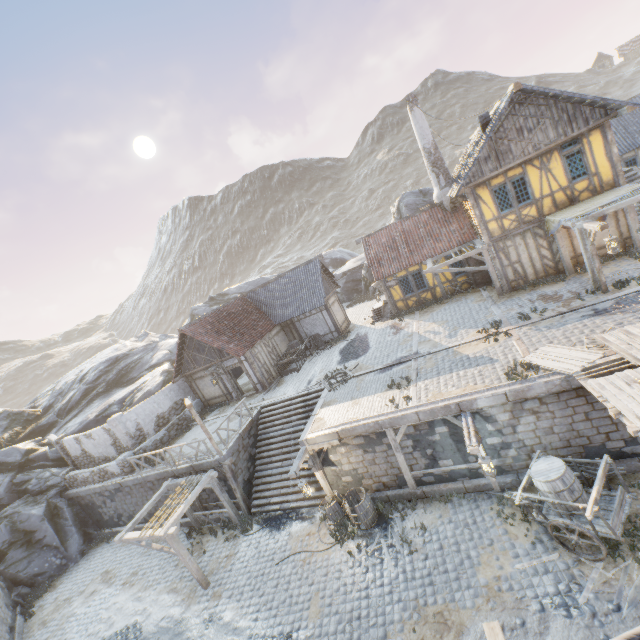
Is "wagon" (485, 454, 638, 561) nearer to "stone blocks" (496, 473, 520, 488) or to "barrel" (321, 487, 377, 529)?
"stone blocks" (496, 473, 520, 488)

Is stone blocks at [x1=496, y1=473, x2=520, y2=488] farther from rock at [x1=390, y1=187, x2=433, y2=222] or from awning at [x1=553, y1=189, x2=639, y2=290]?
awning at [x1=553, y1=189, x2=639, y2=290]

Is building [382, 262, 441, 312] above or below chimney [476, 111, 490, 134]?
below

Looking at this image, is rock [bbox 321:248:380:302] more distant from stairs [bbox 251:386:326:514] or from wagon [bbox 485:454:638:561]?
wagon [bbox 485:454:638:561]

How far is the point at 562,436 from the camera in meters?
10.0

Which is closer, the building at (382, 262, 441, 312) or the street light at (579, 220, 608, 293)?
the street light at (579, 220, 608, 293)

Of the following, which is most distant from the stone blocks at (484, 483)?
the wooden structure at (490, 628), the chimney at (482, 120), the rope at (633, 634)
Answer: the chimney at (482, 120)

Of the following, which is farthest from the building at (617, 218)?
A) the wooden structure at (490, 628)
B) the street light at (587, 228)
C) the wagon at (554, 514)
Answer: the wagon at (554, 514)
